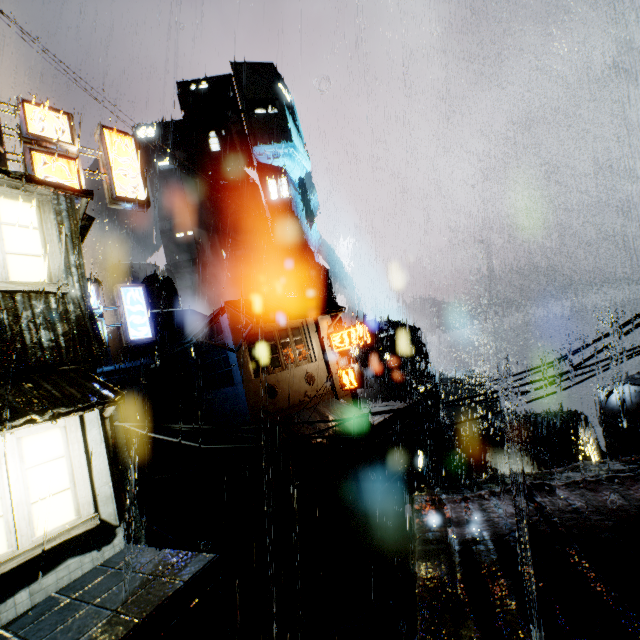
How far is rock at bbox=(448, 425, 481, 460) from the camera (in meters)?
52.69

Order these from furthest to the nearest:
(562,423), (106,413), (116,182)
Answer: (562,423), (116,182), (106,413)

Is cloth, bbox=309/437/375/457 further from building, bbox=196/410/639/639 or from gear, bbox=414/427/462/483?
gear, bbox=414/427/462/483

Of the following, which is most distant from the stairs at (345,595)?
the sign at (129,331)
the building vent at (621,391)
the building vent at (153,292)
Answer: the building vent at (153,292)

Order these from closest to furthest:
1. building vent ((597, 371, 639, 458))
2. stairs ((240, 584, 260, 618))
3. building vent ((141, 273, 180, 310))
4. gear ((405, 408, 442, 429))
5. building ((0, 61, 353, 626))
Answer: building ((0, 61, 353, 626)) → building vent ((597, 371, 639, 458)) → stairs ((240, 584, 260, 618)) → building vent ((141, 273, 180, 310)) → gear ((405, 408, 442, 429))

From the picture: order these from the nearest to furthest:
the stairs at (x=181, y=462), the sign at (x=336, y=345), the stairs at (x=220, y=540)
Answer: the stairs at (x=220, y=540) → the sign at (x=336, y=345) → the stairs at (x=181, y=462)

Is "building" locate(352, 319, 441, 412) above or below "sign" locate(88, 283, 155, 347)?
below

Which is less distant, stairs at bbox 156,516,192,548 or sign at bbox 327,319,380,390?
stairs at bbox 156,516,192,548
